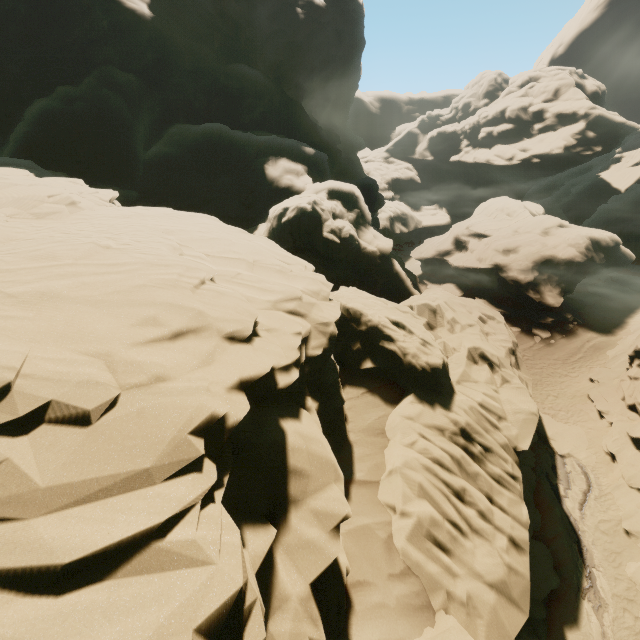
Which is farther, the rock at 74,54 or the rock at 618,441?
the rock at 618,441

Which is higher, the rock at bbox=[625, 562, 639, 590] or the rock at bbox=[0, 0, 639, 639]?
the rock at bbox=[0, 0, 639, 639]

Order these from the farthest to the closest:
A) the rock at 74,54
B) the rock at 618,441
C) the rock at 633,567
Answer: the rock at 618,441
the rock at 633,567
the rock at 74,54

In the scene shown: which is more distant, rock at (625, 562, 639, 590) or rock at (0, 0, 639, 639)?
rock at (625, 562, 639, 590)

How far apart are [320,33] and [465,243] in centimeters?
2944cm

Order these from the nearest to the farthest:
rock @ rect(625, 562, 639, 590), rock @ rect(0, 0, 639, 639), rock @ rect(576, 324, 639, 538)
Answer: rock @ rect(0, 0, 639, 639)
rock @ rect(625, 562, 639, 590)
rock @ rect(576, 324, 639, 538)
